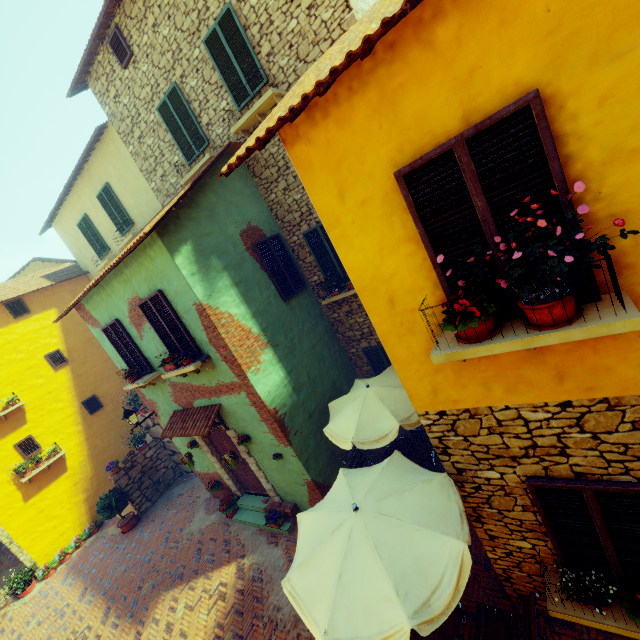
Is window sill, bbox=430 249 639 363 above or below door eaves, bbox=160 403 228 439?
above

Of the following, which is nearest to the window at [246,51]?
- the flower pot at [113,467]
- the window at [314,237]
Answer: the window at [314,237]

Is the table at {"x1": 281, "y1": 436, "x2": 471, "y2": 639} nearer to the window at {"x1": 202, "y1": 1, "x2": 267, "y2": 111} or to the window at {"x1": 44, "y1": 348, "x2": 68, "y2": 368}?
the window at {"x1": 44, "y1": 348, "x2": 68, "y2": 368}

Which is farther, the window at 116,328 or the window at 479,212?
the window at 116,328

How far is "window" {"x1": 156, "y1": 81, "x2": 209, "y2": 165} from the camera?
8.62m

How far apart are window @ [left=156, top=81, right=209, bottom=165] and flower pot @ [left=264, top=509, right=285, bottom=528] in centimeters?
1006cm

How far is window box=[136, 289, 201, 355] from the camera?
7.1 meters

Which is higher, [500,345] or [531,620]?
[500,345]
